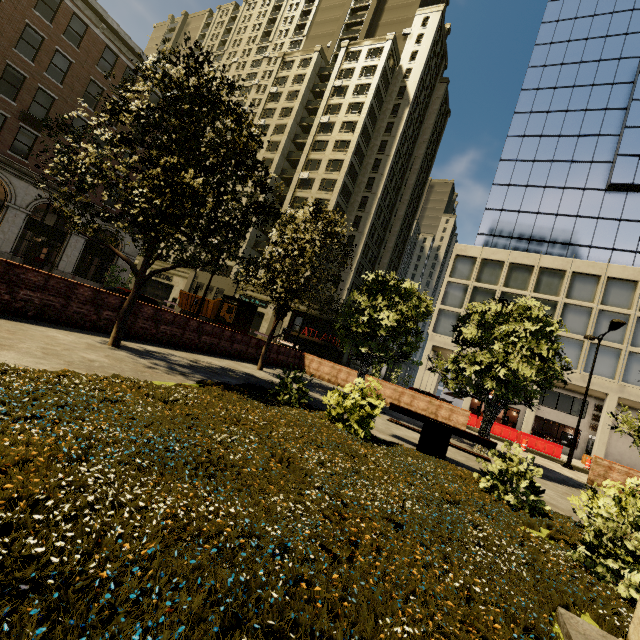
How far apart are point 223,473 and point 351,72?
58.4m

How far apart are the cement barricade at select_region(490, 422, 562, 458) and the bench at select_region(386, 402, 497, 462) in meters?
19.0 m

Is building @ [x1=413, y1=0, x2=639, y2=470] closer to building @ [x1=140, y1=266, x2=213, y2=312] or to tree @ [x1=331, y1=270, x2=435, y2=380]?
building @ [x1=140, y1=266, x2=213, y2=312]

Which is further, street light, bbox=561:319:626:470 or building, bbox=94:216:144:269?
building, bbox=94:216:144:269

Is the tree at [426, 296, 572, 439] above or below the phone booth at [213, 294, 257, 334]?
above

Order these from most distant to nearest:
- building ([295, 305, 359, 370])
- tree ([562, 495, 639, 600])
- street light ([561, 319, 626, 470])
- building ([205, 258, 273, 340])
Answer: building ([205, 258, 273, 340]) < building ([295, 305, 359, 370]) < street light ([561, 319, 626, 470]) < tree ([562, 495, 639, 600])

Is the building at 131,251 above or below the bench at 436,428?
above

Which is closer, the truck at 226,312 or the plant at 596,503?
the plant at 596,503
